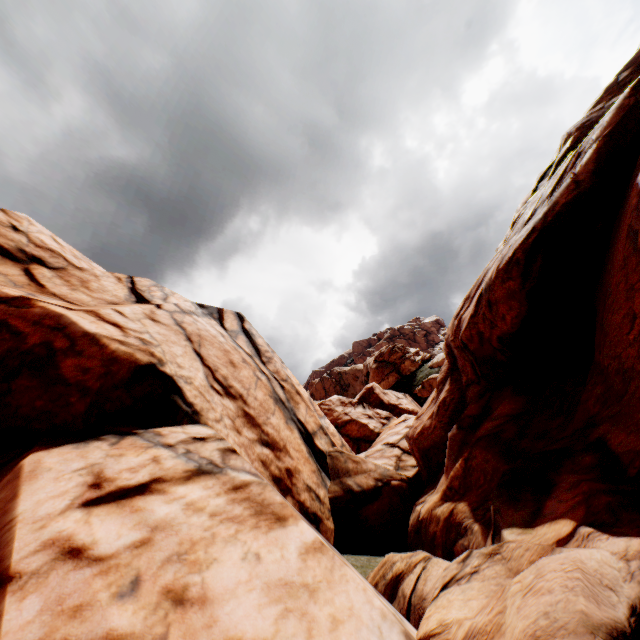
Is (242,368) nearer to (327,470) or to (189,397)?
(189,397)
